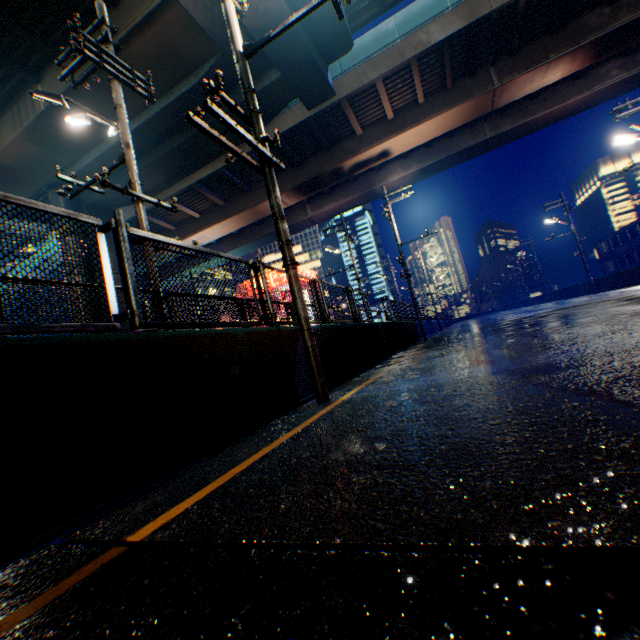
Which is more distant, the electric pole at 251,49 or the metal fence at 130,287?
the electric pole at 251,49

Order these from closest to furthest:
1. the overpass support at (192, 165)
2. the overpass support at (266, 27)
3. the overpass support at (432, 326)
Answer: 1. the overpass support at (266, 27)
2. the overpass support at (192, 165)
3. the overpass support at (432, 326)

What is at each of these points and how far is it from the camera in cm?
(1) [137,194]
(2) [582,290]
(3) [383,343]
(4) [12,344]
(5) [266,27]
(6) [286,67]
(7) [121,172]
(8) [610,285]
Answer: (1) electric pole, 676
(2) overpass support, 3212
(3) overpass support, 1182
(4) overpass support, 220
(5) overpass support, 1127
(6) overpass support, 1300
(7) overpass support, 1803
(8) overpass support, 2617

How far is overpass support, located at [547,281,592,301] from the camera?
30.9m

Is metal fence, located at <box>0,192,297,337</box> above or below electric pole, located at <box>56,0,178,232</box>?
below

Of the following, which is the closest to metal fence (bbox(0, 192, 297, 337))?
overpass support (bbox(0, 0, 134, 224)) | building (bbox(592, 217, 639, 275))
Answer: overpass support (bbox(0, 0, 134, 224))

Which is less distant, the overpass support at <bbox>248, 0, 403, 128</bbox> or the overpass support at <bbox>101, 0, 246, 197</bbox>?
the overpass support at <bbox>101, 0, 246, 197</bbox>

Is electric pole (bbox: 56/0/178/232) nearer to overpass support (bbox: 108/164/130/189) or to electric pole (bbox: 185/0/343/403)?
overpass support (bbox: 108/164/130/189)
